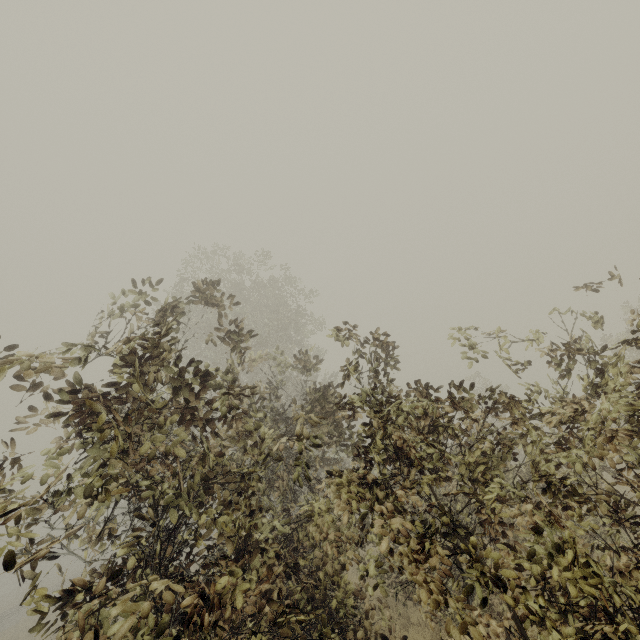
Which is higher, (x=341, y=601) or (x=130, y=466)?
(x=130, y=466)
